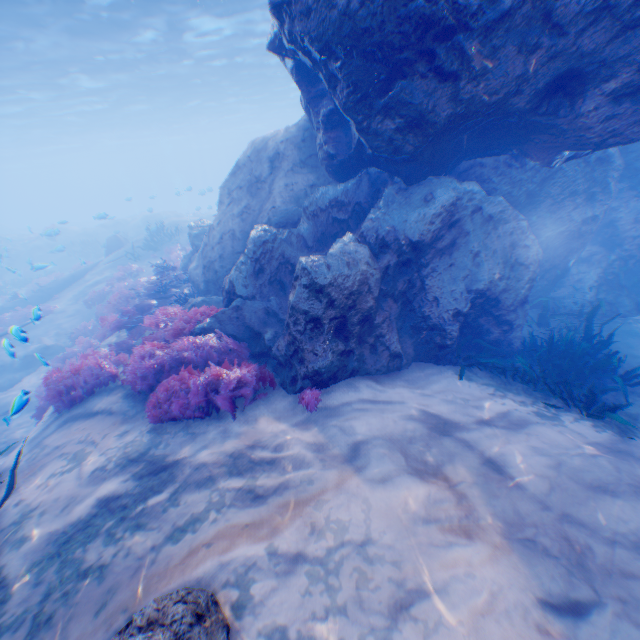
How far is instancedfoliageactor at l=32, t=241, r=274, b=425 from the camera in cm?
536

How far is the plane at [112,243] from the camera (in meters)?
21.64

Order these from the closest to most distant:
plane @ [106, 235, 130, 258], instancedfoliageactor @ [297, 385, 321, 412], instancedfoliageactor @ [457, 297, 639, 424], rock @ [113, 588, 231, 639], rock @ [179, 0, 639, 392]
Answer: rock @ [113, 588, 231, 639] → rock @ [179, 0, 639, 392] → instancedfoliageactor @ [297, 385, 321, 412] → instancedfoliageactor @ [457, 297, 639, 424] → plane @ [106, 235, 130, 258]

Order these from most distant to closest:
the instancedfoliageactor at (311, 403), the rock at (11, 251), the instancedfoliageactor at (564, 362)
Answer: the rock at (11, 251), the instancedfoliageactor at (564, 362), the instancedfoliageactor at (311, 403)

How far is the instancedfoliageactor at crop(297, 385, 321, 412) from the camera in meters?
5.1 m

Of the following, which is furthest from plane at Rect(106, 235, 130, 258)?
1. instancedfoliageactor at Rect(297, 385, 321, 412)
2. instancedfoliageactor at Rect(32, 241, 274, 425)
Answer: instancedfoliageactor at Rect(297, 385, 321, 412)

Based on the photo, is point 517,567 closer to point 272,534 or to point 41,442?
point 272,534

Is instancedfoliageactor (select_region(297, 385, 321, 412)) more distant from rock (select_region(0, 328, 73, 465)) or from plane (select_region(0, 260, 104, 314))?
plane (select_region(0, 260, 104, 314))
